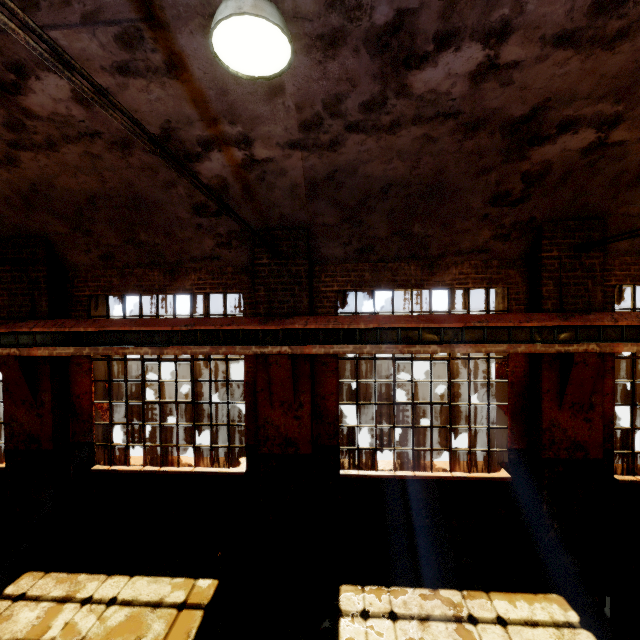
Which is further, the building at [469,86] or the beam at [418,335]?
the beam at [418,335]

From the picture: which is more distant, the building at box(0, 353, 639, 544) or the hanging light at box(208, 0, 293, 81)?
the building at box(0, 353, 639, 544)

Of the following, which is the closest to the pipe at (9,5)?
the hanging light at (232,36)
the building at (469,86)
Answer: the building at (469,86)

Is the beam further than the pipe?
Yes

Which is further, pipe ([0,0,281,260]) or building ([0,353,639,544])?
building ([0,353,639,544])

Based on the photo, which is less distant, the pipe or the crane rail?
the pipe

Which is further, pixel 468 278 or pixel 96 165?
pixel 468 278

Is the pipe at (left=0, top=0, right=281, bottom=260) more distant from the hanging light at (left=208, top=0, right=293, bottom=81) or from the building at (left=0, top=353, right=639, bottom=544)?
the hanging light at (left=208, top=0, right=293, bottom=81)
